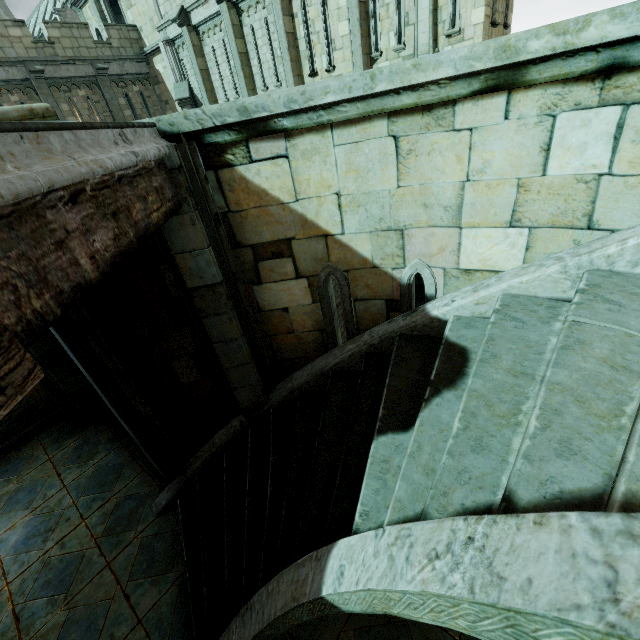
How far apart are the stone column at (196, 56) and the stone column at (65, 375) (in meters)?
17.17

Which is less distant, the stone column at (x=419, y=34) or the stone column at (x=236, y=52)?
the stone column at (x=419, y=34)

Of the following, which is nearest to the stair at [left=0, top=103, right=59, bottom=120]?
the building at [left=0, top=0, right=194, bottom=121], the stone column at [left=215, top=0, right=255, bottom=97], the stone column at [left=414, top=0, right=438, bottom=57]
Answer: the stone column at [left=414, top=0, right=438, bottom=57]

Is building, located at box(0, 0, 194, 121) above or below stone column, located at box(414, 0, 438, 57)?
above

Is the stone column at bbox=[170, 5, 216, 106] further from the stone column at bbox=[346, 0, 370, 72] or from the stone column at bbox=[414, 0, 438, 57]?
the stone column at bbox=[414, 0, 438, 57]

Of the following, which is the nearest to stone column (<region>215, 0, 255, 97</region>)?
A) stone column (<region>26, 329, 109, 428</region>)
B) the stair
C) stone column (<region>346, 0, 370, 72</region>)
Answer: stone column (<region>346, 0, 370, 72</region>)

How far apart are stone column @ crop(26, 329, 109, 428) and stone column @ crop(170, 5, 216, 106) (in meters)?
17.17

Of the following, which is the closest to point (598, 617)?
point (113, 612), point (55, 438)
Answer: point (113, 612)
